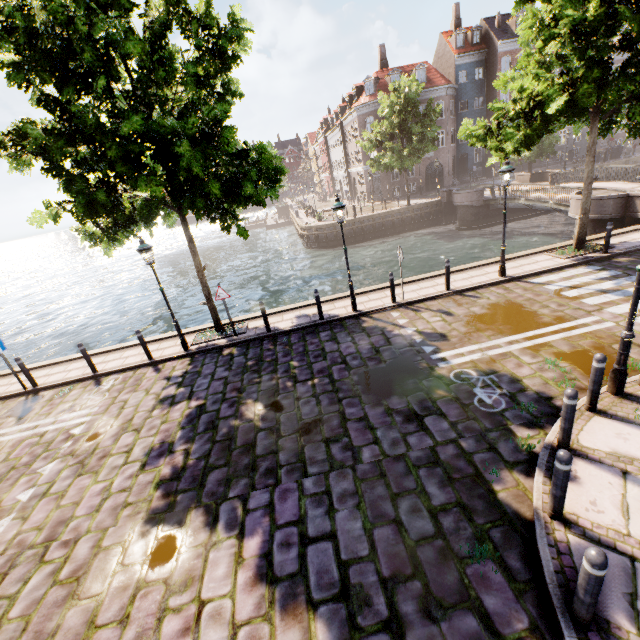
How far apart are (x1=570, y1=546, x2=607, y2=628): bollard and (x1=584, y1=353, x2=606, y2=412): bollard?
3.30m

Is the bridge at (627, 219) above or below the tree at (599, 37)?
below

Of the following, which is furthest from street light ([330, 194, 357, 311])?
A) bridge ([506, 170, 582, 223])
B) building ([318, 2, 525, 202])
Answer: building ([318, 2, 525, 202])

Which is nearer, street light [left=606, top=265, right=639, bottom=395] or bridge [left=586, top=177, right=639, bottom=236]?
street light [left=606, top=265, right=639, bottom=395]

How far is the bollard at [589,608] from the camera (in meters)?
2.78

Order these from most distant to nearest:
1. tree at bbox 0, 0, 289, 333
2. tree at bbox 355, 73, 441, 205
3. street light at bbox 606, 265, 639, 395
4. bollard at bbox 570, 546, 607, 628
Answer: tree at bbox 355, 73, 441, 205 → tree at bbox 0, 0, 289, 333 → street light at bbox 606, 265, 639, 395 → bollard at bbox 570, 546, 607, 628

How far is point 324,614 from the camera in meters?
3.8 m

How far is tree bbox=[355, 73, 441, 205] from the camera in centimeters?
2736cm
